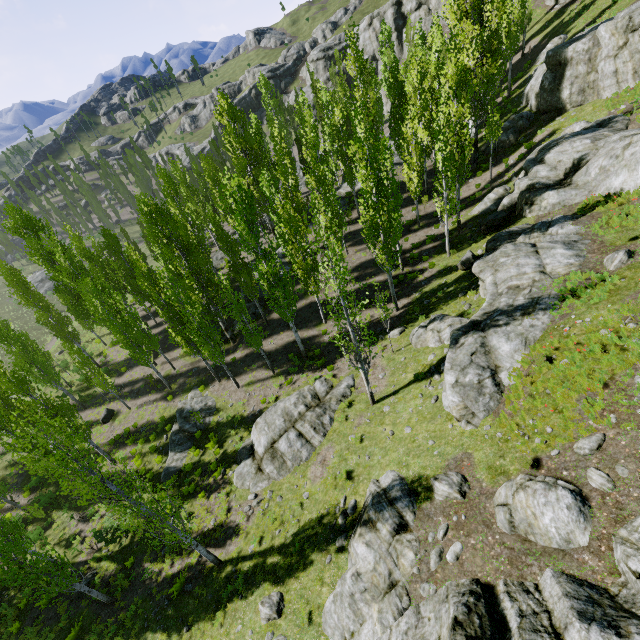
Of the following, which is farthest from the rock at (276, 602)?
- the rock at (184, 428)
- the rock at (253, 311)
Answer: the rock at (253, 311)

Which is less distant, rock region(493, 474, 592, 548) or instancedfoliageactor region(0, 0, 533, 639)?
rock region(493, 474, 592, 548)

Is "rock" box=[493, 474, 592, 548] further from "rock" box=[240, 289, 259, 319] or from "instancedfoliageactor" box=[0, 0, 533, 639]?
"rock" box=[240, 289, 259, 319]

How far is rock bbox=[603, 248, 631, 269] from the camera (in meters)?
11.83

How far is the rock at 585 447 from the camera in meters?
7.6

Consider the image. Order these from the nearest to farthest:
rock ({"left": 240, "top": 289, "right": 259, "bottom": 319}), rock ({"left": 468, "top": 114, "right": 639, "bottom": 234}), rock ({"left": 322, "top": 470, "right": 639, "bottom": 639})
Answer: rock ({"left": 322, "top": 470, "right": 639, "bottom": 639}) < rock ({"left": 468, "top": 114, "right": 639, "bottom": 234}) < rock ({"left": 240, "top": 289, "right": 259, "bottom": 319})

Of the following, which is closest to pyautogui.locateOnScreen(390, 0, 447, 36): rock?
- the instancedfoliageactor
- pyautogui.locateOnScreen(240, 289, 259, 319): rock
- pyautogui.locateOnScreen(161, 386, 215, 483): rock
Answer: the instancedfoliageactor

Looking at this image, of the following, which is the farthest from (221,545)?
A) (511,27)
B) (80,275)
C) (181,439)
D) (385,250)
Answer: (511,27)
